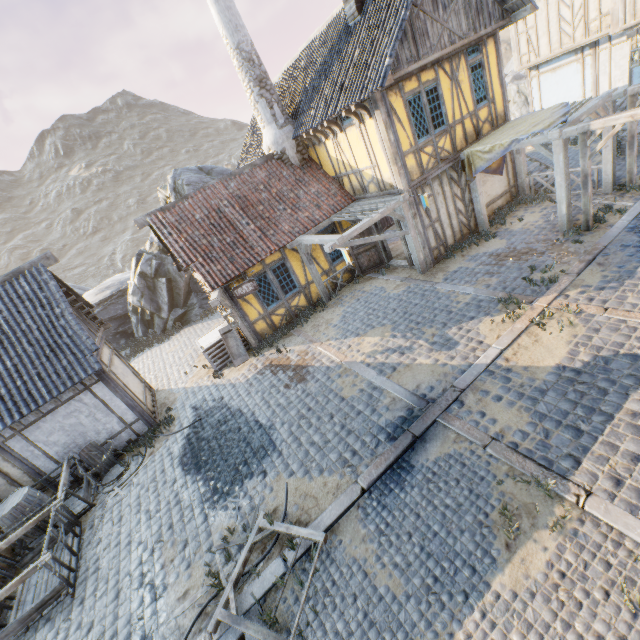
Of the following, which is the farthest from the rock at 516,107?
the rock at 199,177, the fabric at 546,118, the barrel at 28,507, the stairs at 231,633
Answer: the barrel at 28,507

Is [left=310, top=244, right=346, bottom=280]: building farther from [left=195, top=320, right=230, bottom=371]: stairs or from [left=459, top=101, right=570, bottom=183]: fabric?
[left=195, top=320, right=230, bottom=371]: stairs

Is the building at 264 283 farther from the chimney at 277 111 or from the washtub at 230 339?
the chimney at 277 111

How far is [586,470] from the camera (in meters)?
4.71

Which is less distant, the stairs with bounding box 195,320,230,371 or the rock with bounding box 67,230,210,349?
the stairs with bounding box 195,320,230,371

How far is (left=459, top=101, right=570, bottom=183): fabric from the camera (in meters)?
9.32

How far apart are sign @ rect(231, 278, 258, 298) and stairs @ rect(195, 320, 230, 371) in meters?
2.2

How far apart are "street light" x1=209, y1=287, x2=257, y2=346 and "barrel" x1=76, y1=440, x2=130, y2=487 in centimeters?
475cm
